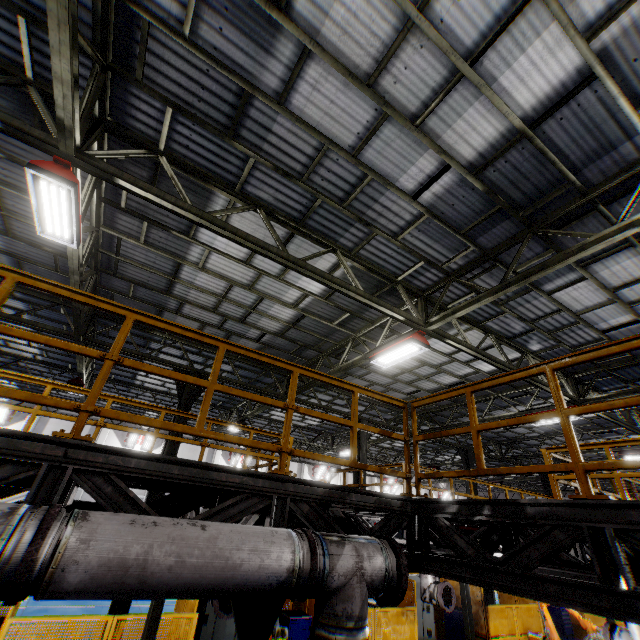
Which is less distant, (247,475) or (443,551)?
(247,475)

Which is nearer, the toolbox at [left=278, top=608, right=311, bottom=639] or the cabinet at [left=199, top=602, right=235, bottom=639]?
the cabinet at [left=199, top=602, right=235, bottom=639]

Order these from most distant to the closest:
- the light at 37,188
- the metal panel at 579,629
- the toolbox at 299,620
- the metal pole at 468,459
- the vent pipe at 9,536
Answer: the metal pole at 468,459 → the metal panel at 579,629 → the toolbox at 299,620 → the light at 37,188 → the vent pipe at 9,536

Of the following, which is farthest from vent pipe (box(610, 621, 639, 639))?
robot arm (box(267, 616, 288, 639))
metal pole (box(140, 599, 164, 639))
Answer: metal pole (box(140, 599, 164, 639))

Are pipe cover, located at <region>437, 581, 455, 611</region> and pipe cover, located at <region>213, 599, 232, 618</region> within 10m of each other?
yes

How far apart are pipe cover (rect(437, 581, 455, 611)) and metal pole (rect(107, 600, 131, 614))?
8.0 meters

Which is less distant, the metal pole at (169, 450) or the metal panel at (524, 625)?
the metal pole at (169, 450)

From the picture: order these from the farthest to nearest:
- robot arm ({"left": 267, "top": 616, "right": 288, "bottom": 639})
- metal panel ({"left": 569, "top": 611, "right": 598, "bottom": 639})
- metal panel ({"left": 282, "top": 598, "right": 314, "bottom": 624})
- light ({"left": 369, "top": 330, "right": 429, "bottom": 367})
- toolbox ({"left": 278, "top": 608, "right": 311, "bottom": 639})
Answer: metal panel ({"left": 569, "top": 611, "right": 598, "bottom": 639})
metal panel ({"left": 282, "top": 598, "right": 314, "bottom": 624})
toolbox ({"left": 278, "top": 608, "right": 311, "bottom": 639})
light ({"left": 369, "top": 330, "right": 429, "bottom": 367})
robot arm ({"left": 267, "top": 616, "right": 288, "bottom": 639})
